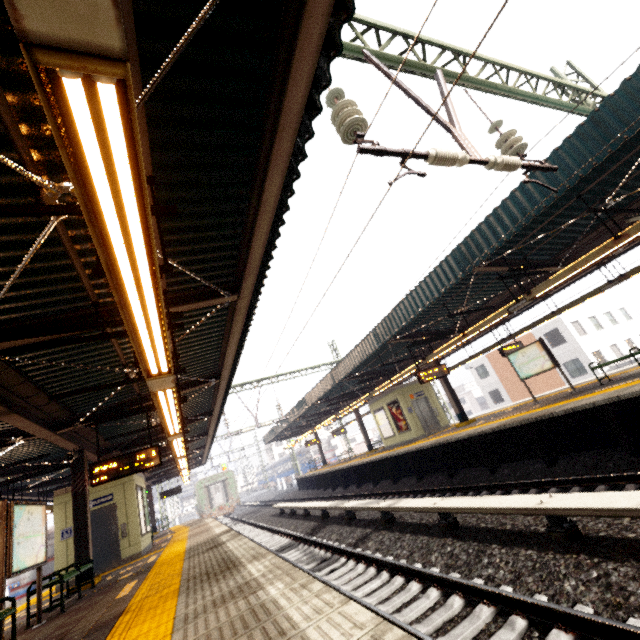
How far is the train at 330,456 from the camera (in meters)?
44.38

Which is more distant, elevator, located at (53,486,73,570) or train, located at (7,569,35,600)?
train, located at (7,569,35,600)

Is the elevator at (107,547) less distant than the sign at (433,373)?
Yes

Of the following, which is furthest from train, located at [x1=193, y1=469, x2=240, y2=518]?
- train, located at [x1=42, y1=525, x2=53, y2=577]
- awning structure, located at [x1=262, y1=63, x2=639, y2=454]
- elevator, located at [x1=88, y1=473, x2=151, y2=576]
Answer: elevator, located at [x1=88, y1=473, x2=151, y2=576]

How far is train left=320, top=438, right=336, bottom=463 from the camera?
44.4m

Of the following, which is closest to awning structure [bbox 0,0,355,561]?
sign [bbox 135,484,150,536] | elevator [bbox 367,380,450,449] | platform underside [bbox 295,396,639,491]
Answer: sign [bbox 135,484,150,536]

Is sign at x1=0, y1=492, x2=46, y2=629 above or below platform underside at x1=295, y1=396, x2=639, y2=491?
above

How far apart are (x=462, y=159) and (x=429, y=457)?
12.03m
